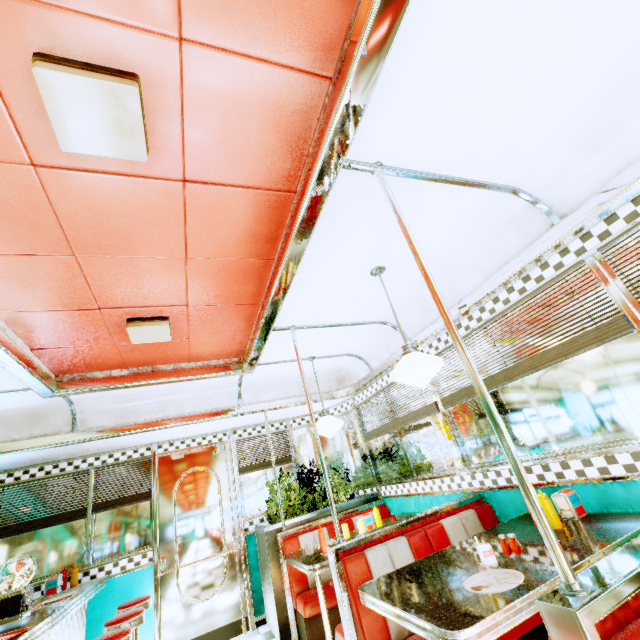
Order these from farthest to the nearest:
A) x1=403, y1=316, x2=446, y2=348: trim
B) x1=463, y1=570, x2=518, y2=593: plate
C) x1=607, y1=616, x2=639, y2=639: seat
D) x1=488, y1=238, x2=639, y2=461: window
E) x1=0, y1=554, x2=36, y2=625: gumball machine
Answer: x1=403, y1=316, x2=446, y2=348: trim, x1=0, y1=554, x2=36, y2=625: gumball machine, x1=488, y1=238, x2=639, y2=461: window, x1=463, y1=570, x2=518, y2=593: plate, x1=607, y1=616, x2=639, y2=639: seat

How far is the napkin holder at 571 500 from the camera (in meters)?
2.25

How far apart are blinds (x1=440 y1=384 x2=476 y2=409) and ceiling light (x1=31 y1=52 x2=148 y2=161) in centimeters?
281cm

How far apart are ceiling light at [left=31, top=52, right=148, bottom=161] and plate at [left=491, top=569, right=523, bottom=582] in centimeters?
270cm

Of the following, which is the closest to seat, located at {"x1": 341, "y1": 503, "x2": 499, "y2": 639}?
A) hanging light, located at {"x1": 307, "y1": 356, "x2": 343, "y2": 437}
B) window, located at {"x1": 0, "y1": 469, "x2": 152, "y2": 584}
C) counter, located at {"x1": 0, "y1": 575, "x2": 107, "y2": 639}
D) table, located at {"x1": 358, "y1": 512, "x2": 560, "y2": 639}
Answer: table, located at {"x1": 358, "y1": 512, "x2": 560, "y2": 639}

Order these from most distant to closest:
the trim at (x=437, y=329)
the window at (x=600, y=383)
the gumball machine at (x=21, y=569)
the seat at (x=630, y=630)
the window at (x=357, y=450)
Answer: the window at (x=357, y=450) < the trim at (x=437, y=329) < the gumball machine at (x=21, y=569) < the window at (x=600, y=383) < the seat at (x=630, y=630)

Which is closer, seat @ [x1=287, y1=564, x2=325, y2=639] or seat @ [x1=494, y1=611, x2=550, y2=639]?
seat @ [x1=494, y1=611, x2=550, y2=639]

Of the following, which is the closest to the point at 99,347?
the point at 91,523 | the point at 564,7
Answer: the point at 91,523
